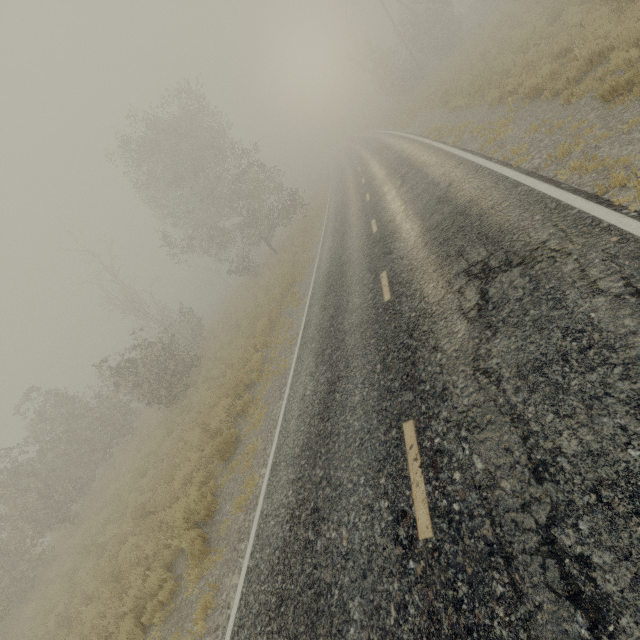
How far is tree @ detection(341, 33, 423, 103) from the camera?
32.7 meters

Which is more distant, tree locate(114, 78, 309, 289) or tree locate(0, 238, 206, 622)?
tree locate(114, 78, 309, 289)

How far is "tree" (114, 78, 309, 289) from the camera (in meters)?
21.94

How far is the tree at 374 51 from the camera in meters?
32.7

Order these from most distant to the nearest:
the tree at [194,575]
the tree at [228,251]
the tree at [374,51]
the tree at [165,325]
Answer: the tree at [374,51] < the tree at [228,251] < the tree at [165,325] < the tree at [194,575]

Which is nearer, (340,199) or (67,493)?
(67,493)

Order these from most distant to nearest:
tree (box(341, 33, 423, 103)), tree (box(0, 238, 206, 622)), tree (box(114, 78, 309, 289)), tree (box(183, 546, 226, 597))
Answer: tree (box(341, 33, 423, 103))
tree (box(114, 78, 309, 289))
tree (box(0, 238, 206, 622))
tree (box(183, 546, 226, 597))
